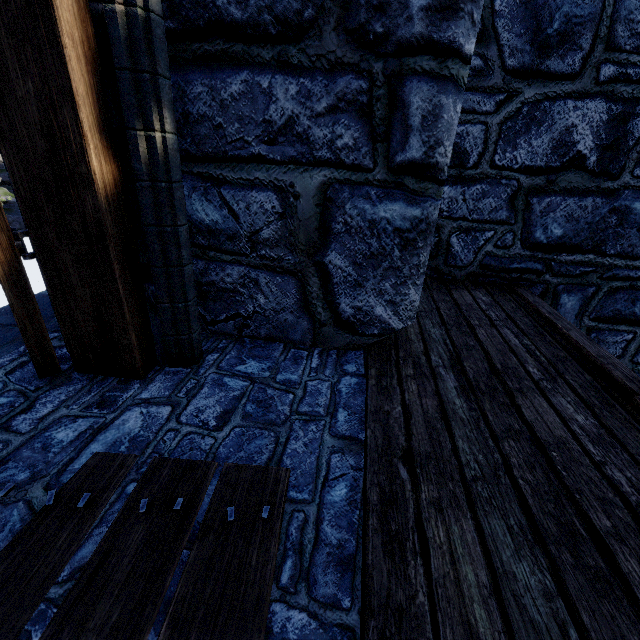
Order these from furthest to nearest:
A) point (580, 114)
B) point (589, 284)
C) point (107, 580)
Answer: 1. point (589, 284)
2. point (580, 114)
3. point (107, 580)
